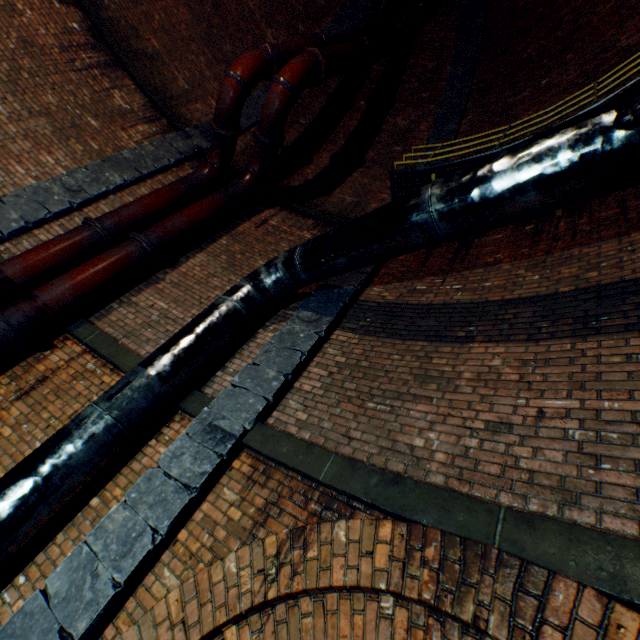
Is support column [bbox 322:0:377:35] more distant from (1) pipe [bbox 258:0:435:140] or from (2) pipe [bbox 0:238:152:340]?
(1) pipe [bbox 258:0:435:140]

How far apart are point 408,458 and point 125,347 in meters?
4.2 m

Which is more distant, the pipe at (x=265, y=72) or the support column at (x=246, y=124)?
the support column at (x=246, y=124)

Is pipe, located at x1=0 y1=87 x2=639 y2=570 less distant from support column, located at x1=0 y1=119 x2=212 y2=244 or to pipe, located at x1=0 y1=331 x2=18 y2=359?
pipe, located at x1=0 y1=331 x2=18 y2=359

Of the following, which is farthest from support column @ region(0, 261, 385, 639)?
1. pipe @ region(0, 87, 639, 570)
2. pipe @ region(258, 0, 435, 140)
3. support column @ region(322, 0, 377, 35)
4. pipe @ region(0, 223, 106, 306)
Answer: pipe @ region(0, 223, 106, 306)

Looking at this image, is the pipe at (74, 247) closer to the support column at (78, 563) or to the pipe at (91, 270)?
the pipe at (91, 270)

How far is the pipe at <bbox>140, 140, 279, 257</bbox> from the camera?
5.6m

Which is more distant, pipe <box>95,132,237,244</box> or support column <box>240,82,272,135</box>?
support column <box>240,82,272,135</box>
